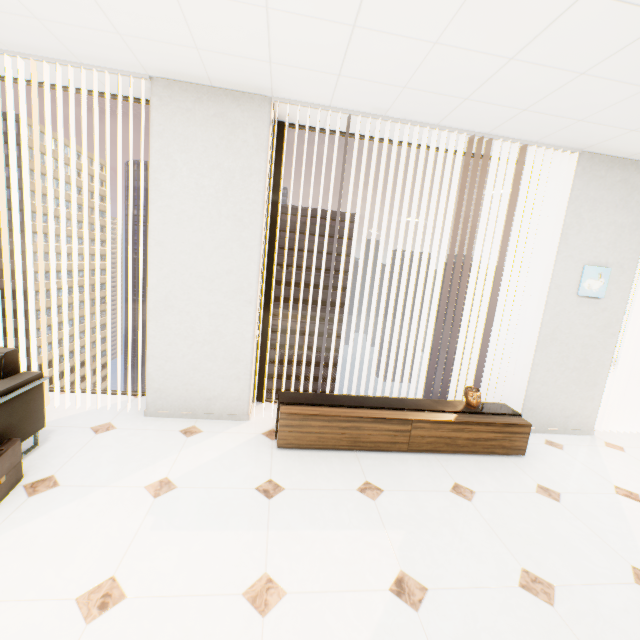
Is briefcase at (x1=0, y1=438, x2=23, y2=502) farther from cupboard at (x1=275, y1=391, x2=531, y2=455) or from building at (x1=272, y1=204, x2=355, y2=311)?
building at (x1=272, y1=204, x2=355, y2=311)

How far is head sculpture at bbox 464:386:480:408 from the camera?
3.2m

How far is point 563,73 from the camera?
2.06m

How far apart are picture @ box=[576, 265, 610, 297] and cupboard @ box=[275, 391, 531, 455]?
1.4m

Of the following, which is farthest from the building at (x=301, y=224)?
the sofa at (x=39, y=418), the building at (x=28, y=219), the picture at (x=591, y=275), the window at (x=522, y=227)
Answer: the sofa at (x=39, y=418)

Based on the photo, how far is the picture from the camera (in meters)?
3.38

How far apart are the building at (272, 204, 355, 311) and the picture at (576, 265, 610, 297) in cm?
5676

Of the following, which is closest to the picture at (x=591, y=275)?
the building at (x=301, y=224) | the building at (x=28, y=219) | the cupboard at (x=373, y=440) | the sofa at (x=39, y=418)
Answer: the cupboard at (x=373, y=440)
